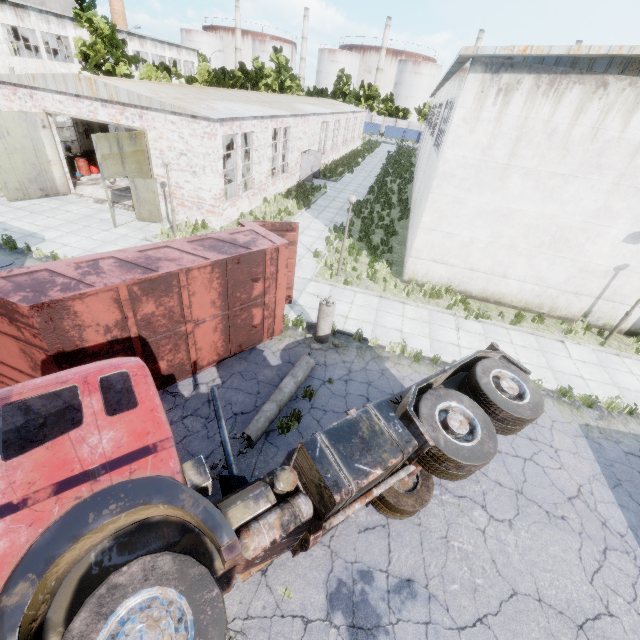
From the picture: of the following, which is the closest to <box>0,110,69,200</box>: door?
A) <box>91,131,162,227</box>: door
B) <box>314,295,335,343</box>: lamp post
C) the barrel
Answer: the barrel

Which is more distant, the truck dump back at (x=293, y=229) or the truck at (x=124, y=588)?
the truck dump back at (x=293, y=229)

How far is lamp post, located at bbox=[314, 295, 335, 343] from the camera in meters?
9.5

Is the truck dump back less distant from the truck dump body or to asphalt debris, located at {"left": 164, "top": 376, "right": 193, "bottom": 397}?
the truck dump body

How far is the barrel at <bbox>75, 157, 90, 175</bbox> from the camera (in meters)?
20.34

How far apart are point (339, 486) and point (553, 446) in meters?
7.4 m

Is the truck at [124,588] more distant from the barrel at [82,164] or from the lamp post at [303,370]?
the barrel at [82,164]

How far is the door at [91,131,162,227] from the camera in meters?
13.6
